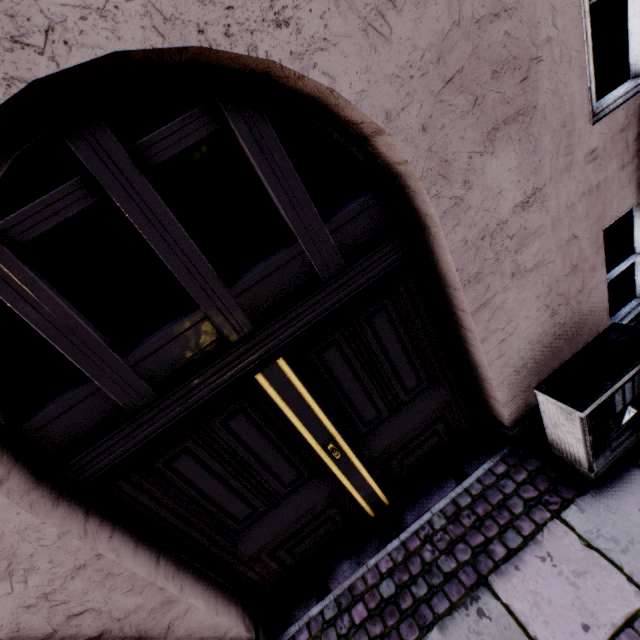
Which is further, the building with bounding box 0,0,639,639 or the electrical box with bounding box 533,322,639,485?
the electrical box with bounding box 533,322,639,485

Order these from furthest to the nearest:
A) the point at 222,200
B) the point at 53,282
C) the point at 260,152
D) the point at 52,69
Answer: the point at 222,200 < the point at 53,282 < the point at 260,152 < the point at 52,69

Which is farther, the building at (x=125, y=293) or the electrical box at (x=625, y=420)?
the electrical box at (x=625, y=420)
